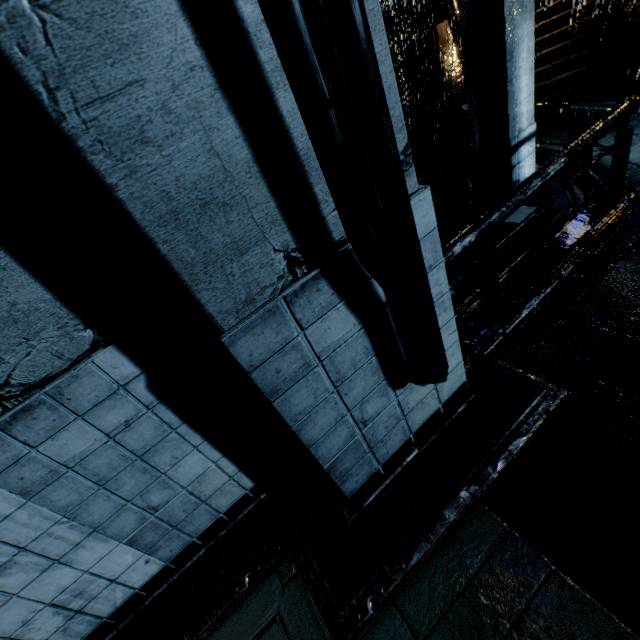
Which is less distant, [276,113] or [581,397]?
[276,113]

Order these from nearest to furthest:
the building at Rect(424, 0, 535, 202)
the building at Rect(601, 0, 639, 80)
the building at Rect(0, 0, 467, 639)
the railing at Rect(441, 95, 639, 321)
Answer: the building at Rect(0, 0, 467, 639) < the railing at Rect(441, 95, 639, 321) < the building at Rect(424, 0, 535, 202) < the building at Rect(601, 0, 639, 80)

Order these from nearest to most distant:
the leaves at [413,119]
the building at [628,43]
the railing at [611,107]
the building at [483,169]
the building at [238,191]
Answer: the building at [238,191]
the railing at [611,107]
the building at [483,169]
the building at [628,43]
the leaves at [413,119]

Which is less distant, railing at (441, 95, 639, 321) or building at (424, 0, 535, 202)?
railing at (441, 95, 639, 321)

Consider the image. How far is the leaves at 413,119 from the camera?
17.1m

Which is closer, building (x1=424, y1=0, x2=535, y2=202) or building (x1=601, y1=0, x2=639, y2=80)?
building (x1=424, y1=0, x2=535, y2=202)

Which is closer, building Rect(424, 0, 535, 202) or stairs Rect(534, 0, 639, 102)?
building Rect(424, 0, 535, 202)

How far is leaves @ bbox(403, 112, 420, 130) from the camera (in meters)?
17.05
